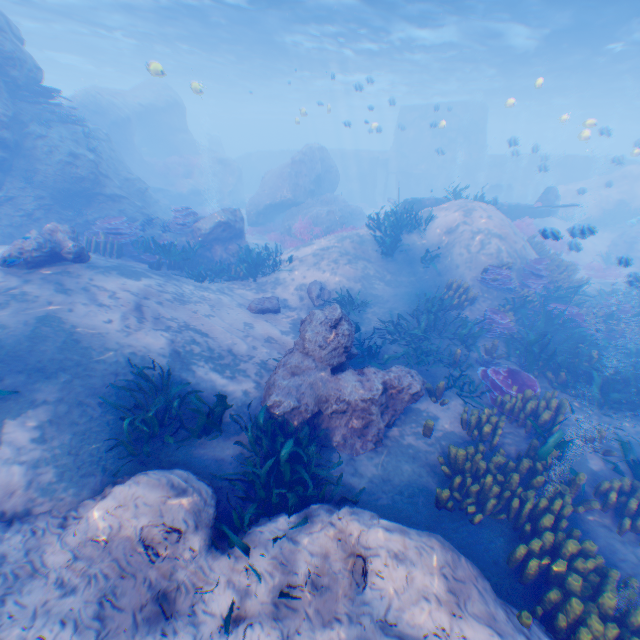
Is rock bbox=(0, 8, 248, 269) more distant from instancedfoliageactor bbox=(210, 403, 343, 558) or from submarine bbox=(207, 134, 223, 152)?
submarine bbox=(207, 134, 223, 152)

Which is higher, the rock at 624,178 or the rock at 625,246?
the rock at 624,178

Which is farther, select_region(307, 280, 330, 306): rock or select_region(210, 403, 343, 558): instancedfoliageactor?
select_region(307, 280, 330, 306): rock

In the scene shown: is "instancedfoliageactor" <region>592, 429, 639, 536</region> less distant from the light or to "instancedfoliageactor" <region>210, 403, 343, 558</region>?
"instancedfoliageactor" <region>210, 403, 343, 558</region>

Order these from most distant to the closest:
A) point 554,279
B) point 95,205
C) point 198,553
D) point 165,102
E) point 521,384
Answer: point 165,102
point 95,205
point 554,279
point 521,384
point 198,553

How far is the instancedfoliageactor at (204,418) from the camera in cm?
545

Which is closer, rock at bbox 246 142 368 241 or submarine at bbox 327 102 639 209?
rock at bbox 246 142 368 241

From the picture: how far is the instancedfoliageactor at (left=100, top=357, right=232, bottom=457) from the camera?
5.4m
